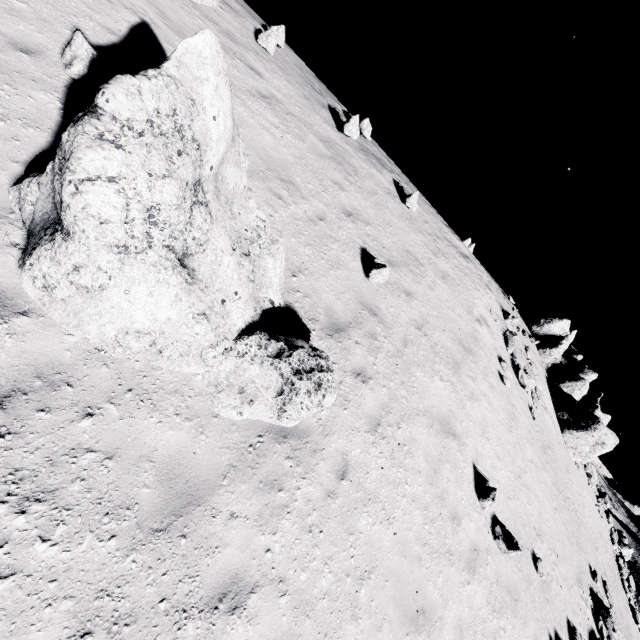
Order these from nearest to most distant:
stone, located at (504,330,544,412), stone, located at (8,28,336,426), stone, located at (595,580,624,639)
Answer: stone, located at (8,28,336,426) < stone, located at (595,580,624,639) < stone, located at (504,330,544,412)

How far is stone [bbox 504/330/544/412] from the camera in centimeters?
1585cm

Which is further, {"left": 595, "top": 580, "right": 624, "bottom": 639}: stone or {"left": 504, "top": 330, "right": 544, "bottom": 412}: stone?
{"left": 504, "top": 330, "right": 544, "bottom": 412}: stone

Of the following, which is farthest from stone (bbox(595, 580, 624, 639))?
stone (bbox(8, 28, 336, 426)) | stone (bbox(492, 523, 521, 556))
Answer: stone (bbox(8, 28, 336, 426))

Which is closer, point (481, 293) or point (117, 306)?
point (117, 306)

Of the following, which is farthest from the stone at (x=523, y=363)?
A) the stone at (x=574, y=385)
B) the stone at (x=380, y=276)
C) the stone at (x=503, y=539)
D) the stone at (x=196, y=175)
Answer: the stone at (x=196, y=175)

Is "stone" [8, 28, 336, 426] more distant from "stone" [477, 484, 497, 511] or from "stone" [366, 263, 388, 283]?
"stone" [477, 484, 497, 511]

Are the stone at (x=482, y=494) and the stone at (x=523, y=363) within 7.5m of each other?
no
